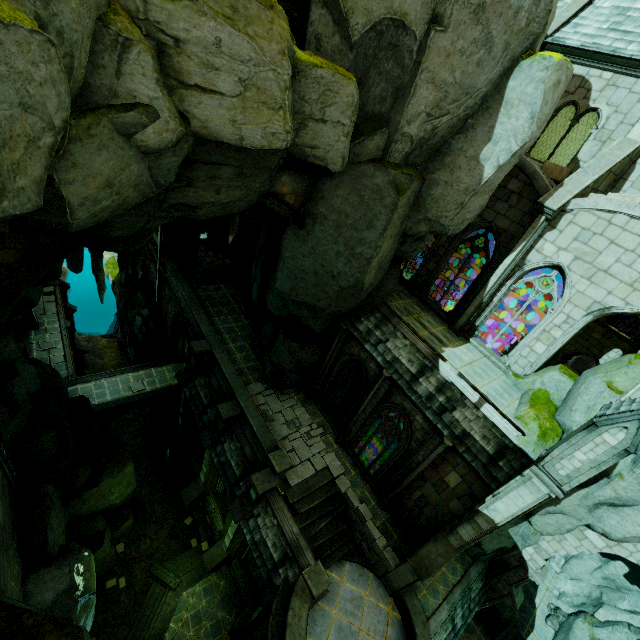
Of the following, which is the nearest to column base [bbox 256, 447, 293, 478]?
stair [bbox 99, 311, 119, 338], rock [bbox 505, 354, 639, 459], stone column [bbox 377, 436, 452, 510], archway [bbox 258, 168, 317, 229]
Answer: stone column [bbox 377, 436, 452, 510]

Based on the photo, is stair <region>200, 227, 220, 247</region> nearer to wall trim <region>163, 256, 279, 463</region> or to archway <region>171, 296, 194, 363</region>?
archway <region>171, 296, 194, 363</region>

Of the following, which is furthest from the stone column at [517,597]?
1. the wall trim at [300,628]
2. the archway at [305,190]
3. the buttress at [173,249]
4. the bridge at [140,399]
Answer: the buttress at [173,249]

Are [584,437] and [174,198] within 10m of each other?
no

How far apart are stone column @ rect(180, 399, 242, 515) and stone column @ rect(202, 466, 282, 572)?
2.9 meters

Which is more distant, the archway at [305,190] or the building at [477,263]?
the building at [477,263]

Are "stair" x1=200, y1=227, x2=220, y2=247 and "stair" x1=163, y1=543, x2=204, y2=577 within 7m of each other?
Result: no

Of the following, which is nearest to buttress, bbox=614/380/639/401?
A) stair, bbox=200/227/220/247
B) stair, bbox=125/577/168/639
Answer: stair, bbox=125/577/168/639
